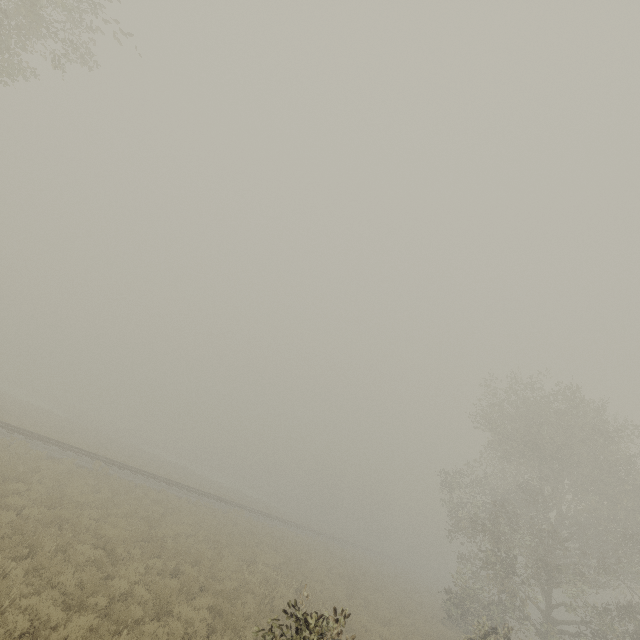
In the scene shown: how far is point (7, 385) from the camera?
58.4 meters
